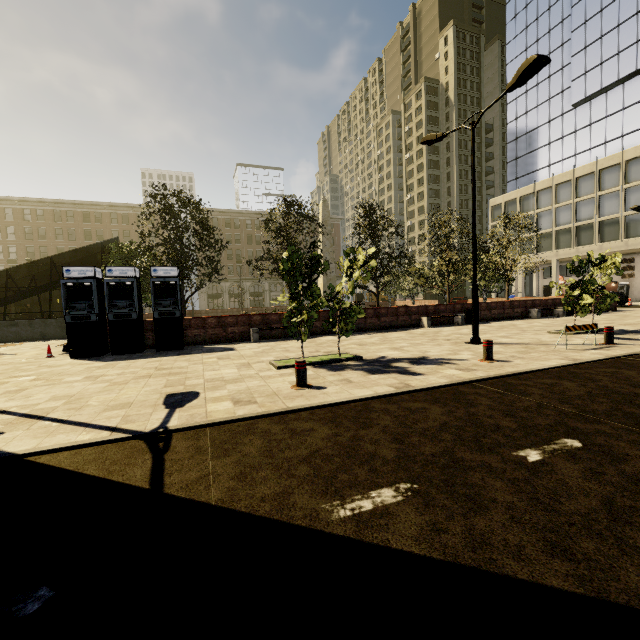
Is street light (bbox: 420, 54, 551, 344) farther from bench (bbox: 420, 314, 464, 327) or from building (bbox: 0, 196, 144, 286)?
building (bbox: 0, 196, 144, 286)

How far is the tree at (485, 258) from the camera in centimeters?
2361cm

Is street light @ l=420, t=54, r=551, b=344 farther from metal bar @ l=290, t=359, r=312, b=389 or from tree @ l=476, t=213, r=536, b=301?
metal bar @ l=290, t=359, r=312, b=389

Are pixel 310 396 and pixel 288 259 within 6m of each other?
yes

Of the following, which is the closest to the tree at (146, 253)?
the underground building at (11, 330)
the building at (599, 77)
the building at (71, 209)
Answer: the underground building at (11, 330)

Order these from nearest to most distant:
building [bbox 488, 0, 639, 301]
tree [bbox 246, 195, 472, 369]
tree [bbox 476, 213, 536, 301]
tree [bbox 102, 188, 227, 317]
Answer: tree [bbox 246, 195, 472, 369], tree [bbox 102, 188, 227, 317], tree [bbox 476, 213, 536, 301], building [bbox 488, 0, 639, 301]

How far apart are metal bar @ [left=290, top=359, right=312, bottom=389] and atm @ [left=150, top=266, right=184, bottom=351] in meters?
7.9 m

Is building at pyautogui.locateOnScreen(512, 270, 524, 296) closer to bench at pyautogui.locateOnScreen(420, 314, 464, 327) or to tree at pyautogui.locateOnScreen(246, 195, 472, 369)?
tree at pyautogui.locateOnScreen(246, 195, 472, 369)
